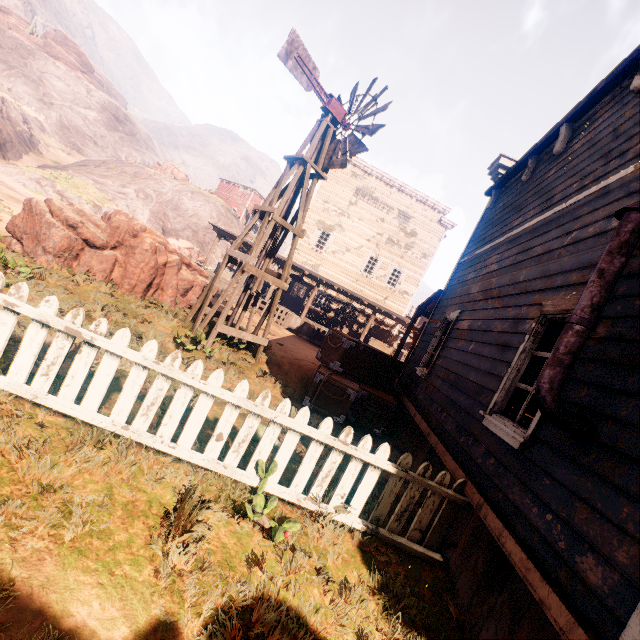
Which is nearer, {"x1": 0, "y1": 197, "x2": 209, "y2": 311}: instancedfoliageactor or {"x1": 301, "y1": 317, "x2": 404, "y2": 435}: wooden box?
{"x1": 301, "y1": 317, "x2": 404, "y2": 435}: wooden box

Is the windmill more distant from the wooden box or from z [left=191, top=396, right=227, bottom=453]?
the wooden box

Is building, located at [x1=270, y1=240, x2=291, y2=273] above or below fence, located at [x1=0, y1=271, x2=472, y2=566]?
above

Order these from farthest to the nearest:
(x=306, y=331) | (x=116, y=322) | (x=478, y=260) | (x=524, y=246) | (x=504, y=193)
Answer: (x=306, y=331) → (x=504, y=193) → (x=478, y=260) → (x=116, y=322) → (x=524, y=246)

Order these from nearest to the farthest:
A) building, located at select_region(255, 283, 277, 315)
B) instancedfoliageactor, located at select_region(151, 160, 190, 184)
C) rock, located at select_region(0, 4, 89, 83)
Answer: building, located at select_region(255, 283, 277, 315) < instancedfoliageactor, located at select_region(151, 160, 190, 184) < rock, located at select_region(0, 4, 89, 83)

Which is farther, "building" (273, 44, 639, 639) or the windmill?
the windmill

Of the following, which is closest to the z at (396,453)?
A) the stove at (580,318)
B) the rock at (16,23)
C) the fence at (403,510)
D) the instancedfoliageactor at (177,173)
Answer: the fence at (403,510)

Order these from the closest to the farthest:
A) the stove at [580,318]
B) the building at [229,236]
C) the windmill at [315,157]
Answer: the stove at [580,318]
the windmill at [315,157]
the building at [229,236]
